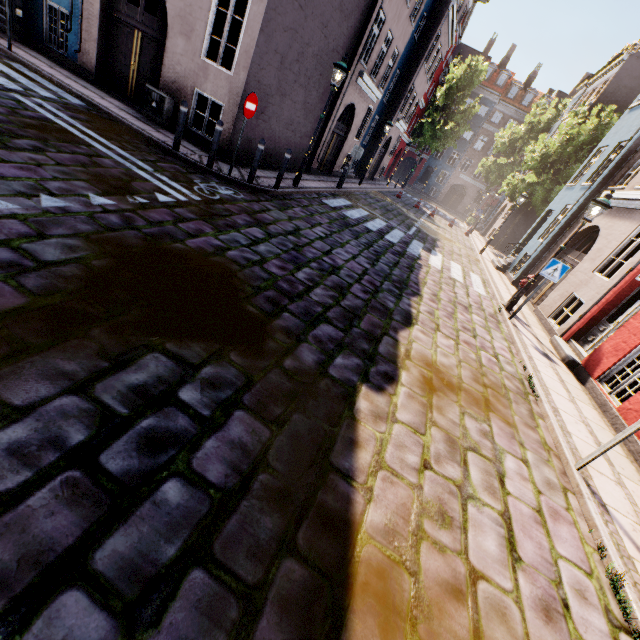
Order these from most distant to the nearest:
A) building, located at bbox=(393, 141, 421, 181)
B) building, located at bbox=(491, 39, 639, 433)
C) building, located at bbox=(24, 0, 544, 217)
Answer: building, located at bbox=(393, 141, 421, 181), building, located at bbox=(24, 0, 544, 217), building, located at bbox=(491, 39, 639, 433)

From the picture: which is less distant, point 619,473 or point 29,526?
point 29,526

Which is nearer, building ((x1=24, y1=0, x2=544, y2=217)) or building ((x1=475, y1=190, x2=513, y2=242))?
building ((x1=24, y1=0, x2=544, y2=217))

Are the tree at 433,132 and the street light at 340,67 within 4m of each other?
no

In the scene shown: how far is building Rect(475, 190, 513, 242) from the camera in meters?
26.8 m

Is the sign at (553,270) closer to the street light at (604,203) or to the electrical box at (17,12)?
the street light at (604,203)

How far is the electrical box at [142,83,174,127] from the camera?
9.2m

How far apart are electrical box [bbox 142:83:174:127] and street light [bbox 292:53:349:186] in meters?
4.0 m
